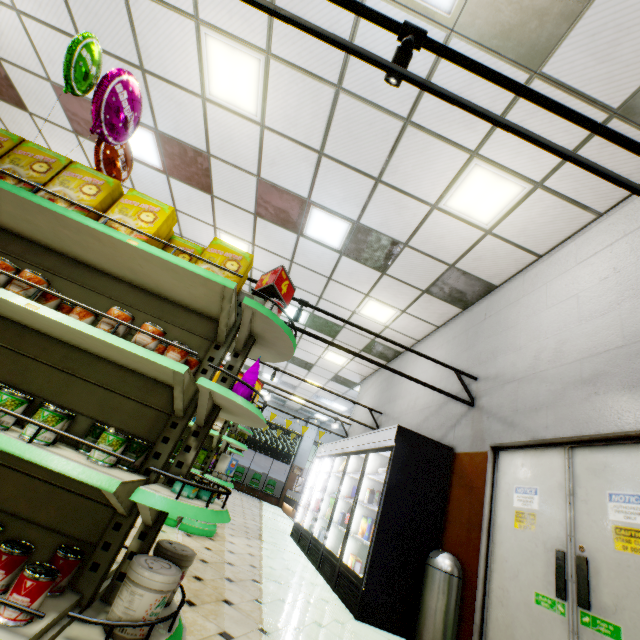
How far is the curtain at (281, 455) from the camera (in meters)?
18.09

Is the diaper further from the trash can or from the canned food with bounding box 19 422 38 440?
the canned food with bounding box 19 422 38 440

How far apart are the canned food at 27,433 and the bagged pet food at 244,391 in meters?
0.8 m

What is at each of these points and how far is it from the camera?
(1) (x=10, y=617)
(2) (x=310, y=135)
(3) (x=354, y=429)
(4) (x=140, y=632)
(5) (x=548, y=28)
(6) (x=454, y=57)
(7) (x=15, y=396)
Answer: (1) canned food, 1.29m
(2) building, 4.34m
(3) building, 9.88m
(4) pet food tub, 1.49m
(5) building, 2.78m
(6) light truss, 1.84m
(7) canned food, 1.58m

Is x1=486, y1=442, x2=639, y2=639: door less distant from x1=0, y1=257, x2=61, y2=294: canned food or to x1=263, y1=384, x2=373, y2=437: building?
x1=263, y1=384, x2=373, y2=437: building

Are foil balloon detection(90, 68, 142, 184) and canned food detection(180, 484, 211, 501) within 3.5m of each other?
yes

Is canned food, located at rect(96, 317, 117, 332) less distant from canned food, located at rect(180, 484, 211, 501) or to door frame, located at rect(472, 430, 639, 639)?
canned food, located at rect(180, 484, 211, 501)

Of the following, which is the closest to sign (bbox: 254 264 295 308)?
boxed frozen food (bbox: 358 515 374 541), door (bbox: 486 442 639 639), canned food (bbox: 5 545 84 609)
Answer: canned food (bbox: 5 545 84 609)
